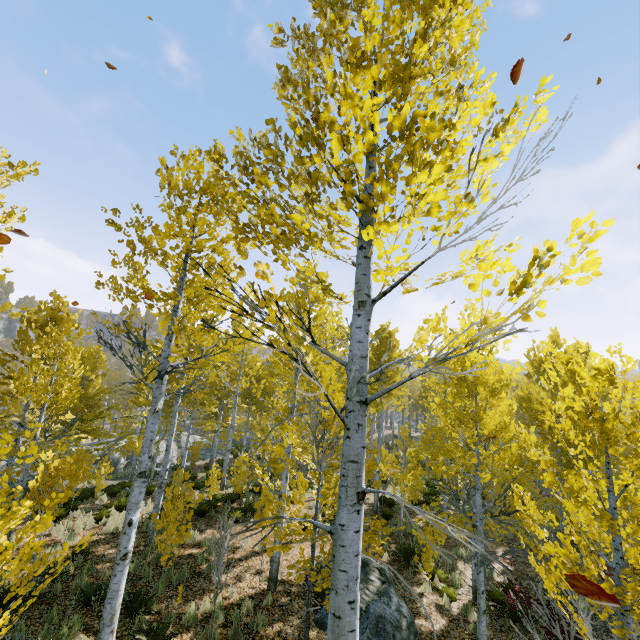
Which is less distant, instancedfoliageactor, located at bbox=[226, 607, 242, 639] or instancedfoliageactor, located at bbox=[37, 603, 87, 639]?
instancedfoliageactor, located at bbox=[37, 603, 87, 639]

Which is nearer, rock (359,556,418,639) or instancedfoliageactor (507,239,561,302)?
instancedfoliageactor (507,239,561,302)

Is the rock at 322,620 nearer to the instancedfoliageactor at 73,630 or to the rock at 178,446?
the instancedfoliageactor at 73,630

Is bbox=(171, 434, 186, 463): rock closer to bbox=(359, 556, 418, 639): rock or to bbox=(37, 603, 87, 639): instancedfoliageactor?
bbox=(37, 603, 87, 639): instancedfoliageactor

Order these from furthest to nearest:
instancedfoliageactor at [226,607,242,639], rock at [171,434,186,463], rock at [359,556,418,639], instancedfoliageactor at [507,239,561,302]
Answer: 1. rock at [171,434,186,463]
2. rock at [359,556,418,639]
3. instancedfoliageactor at [226,607,242,639]
4. instancedfoliageactor at [507,239,561,302]

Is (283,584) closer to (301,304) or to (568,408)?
(301,304)

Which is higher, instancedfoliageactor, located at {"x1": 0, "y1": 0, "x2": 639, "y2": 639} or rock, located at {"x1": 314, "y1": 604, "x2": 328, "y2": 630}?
instancedfoliageactor, located at {"x1": 0, "y1": 0, "x2": 639, "y2": 639}
